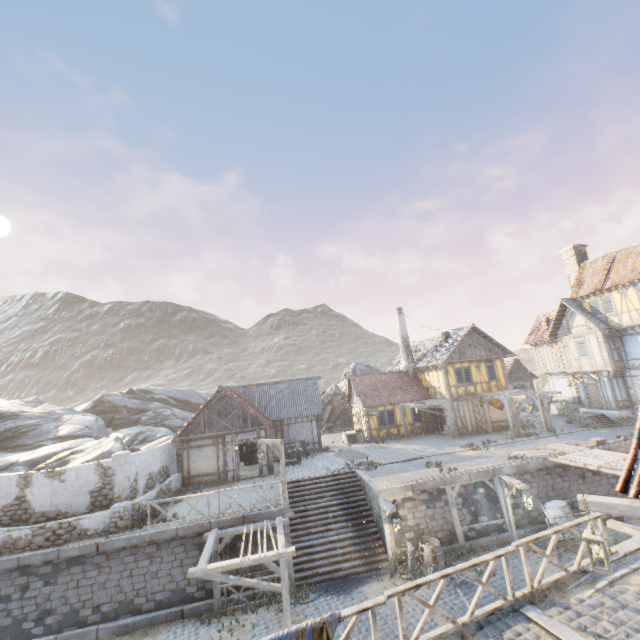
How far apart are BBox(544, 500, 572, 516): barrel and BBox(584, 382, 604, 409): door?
13.70m

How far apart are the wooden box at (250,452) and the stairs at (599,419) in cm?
2405

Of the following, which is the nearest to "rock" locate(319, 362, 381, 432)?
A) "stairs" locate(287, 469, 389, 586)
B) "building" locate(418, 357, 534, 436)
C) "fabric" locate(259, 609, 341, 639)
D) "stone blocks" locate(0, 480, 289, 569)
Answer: "stone blocks" locate(0, 480, 289, 569)

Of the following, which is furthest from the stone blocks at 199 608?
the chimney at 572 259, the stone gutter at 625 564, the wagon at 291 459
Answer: the chimney at 572 259

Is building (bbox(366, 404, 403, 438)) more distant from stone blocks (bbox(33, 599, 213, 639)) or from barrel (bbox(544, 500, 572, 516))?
barrel (bbox(544, 500, 572, 516))

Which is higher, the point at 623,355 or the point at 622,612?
the point at 623,355

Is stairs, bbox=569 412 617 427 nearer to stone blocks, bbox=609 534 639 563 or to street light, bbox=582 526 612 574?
stone blocks, bbox=609 534 639 563

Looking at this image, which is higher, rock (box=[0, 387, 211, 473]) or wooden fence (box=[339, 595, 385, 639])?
rock (box=[0, 387, 211, 473])
